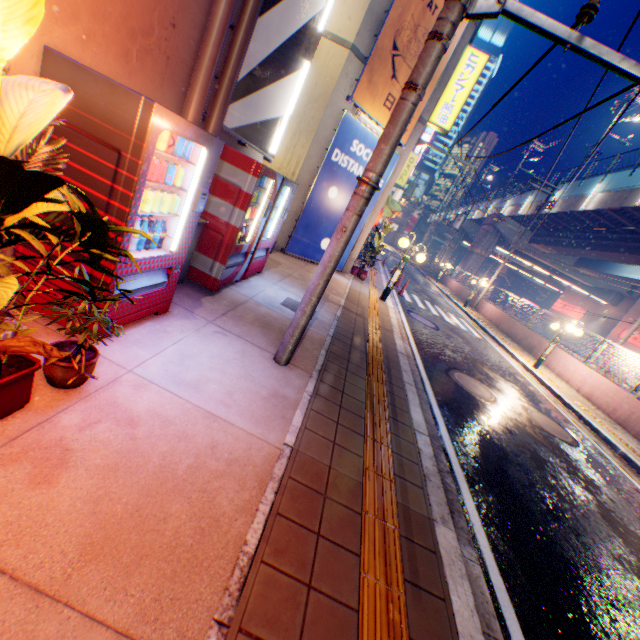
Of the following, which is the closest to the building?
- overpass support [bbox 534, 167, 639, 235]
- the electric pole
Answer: overpass support [bbox 534, 167, 639, 235]

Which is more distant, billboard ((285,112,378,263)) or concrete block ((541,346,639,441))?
concrete block ((541,346,639,441))

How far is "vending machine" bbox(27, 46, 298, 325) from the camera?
2.3m

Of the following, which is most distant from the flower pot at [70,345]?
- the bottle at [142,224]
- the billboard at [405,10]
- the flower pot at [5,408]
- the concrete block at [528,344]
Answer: the concrete block at [528,344]

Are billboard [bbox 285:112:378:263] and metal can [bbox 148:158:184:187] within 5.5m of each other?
no

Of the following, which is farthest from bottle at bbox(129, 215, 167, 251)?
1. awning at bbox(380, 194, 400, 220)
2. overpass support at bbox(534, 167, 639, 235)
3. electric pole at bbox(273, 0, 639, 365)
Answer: overpass support at bbox(534, 167, 639, 235)

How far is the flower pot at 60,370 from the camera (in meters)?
2.25

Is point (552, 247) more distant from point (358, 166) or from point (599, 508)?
point (599, 508)
